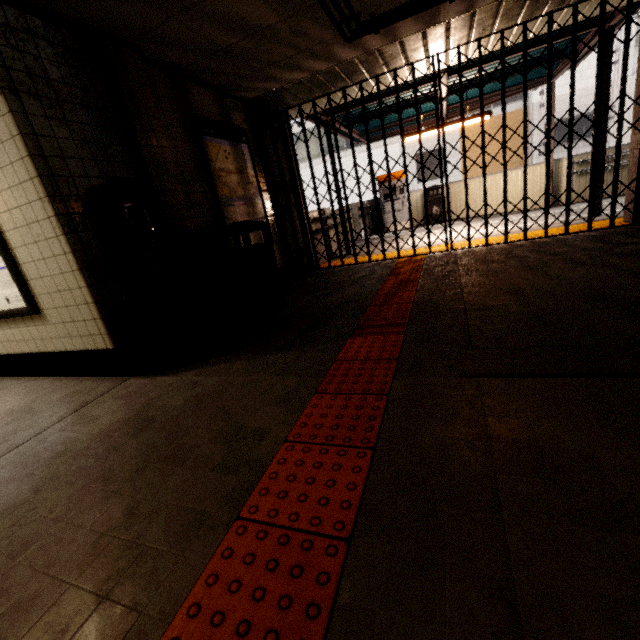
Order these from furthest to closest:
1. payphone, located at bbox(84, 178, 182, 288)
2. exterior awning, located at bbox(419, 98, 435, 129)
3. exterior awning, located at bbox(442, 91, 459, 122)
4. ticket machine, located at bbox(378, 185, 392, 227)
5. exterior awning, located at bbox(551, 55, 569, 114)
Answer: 1. ticket machine, located at bbox(378, 185, 392, 227)
2. exterior awning, located at bbox(419, 98, 435, 129)
3. exterior awning, located at bbox(442, 91, 459, 122)
4. exterior awning, located at bbox(551, 55, 569, 114)
5. payphone, located at bbox(84, 178, 182, 288)

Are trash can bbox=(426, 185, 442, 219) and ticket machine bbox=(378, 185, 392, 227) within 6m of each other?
yes

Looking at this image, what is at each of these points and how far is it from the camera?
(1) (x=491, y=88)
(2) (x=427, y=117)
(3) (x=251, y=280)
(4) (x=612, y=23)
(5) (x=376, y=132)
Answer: (1) exterior awning, 8.0 meters
(2) exterior awning, 9.1 meters
(3) trash can, 3.9 meters
(4) exterior awning, 5.1 meters
(5) exterior awning, 9.6 meters

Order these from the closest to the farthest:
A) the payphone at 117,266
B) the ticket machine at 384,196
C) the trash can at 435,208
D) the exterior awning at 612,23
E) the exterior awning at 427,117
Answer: the payphone at 117,266 → the exterior awning at 612,23 → the exterior awning at 427,117 → the trash can at 435,208 → the ticket machine at 384,196

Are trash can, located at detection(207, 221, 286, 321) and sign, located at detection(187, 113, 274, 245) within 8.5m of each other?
yes

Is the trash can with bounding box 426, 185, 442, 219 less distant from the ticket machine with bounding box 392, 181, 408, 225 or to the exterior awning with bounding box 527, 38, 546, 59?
the ticket machine with bounding box 392, 181, 408, 225

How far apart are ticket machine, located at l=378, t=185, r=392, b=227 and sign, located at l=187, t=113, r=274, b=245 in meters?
6.8

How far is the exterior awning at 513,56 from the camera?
5.6 meters
